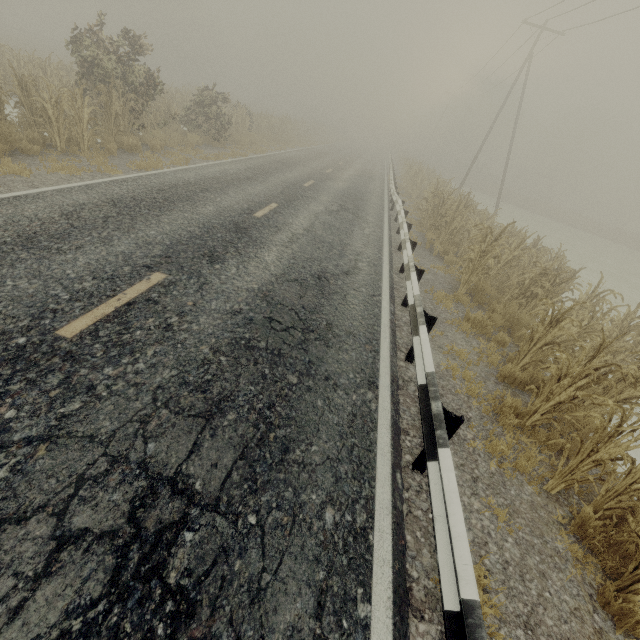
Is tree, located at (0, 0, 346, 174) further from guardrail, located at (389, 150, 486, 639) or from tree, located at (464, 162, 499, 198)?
guardrail, located at (389, 150, 486, 639)

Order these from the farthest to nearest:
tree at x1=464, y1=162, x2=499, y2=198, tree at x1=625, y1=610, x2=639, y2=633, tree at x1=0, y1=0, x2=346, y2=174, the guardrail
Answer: tree at x1=464, y1=162, x2=499, y2=198 → tree at x1=0, y1=0, x2=346, y2=174 → tree at x1=625, y1=610, x2=639, y2=633 → the guardrail

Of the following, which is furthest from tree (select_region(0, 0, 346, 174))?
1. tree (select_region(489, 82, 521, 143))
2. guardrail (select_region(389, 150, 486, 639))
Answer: guardrail (select_region(389, 150, 486, 639))

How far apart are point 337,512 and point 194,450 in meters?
1.4 m

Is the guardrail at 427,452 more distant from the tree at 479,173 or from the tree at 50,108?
the tree at 50,108

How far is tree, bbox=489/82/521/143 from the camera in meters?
57.0

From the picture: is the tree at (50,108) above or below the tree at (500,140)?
below
